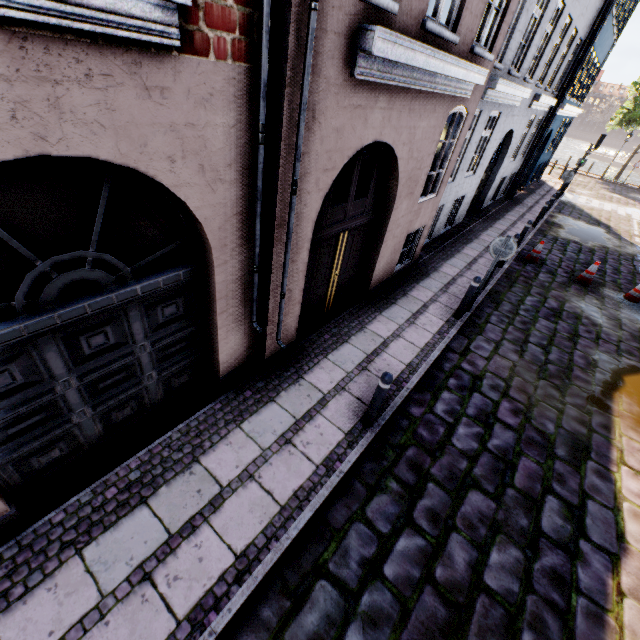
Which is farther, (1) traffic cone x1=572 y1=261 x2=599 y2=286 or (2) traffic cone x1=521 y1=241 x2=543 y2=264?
(2) traffic cone x1=521 y1=241 x2=543 y2=264

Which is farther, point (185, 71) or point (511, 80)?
point (511, 80)

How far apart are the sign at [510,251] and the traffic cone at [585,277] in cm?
577

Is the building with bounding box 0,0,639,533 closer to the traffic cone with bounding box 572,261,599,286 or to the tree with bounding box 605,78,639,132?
the traffic cone with bounding box 572,261,599,286

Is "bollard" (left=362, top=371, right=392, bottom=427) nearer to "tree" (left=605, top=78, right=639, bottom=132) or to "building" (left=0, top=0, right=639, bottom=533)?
"building" (left=0, top=0, right=639, bottom=533)

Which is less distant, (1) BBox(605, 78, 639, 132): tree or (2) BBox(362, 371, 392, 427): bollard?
(2) BBox(362, 371, 392, 427): bollard

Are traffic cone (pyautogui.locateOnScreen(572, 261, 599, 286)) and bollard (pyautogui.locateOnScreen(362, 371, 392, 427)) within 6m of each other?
no

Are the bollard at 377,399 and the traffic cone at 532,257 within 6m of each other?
no
